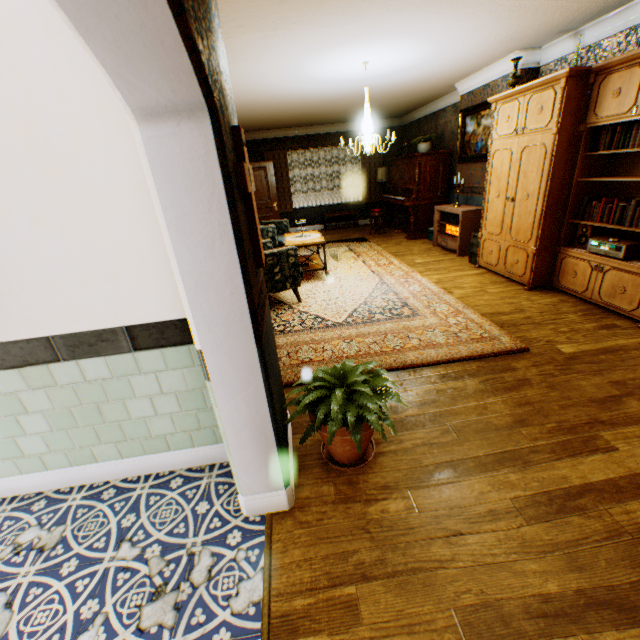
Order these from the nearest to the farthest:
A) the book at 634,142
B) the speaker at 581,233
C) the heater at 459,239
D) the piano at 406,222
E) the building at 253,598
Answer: the building at 253,598 < the book at 634,142 < the speaker at 581,233 < the heater at 459,239 < the piano at 406,222

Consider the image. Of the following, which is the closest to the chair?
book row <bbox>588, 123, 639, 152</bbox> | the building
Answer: the building

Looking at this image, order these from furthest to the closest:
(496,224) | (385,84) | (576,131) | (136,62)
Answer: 1. (385,84)
2. (496,224)
3. (576,131)
4. (136,62)

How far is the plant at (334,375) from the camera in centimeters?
180cm

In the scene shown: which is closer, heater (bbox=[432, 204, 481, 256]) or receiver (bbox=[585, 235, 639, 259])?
receiver (bbox=[585, 235, 639, 259])

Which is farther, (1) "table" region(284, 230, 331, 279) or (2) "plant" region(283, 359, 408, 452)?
(1) "table" region(284, 230, 331, 279)

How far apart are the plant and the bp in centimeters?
768cm

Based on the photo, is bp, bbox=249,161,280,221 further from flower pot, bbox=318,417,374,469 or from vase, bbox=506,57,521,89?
flower pot, bbox=318,417,374,469
